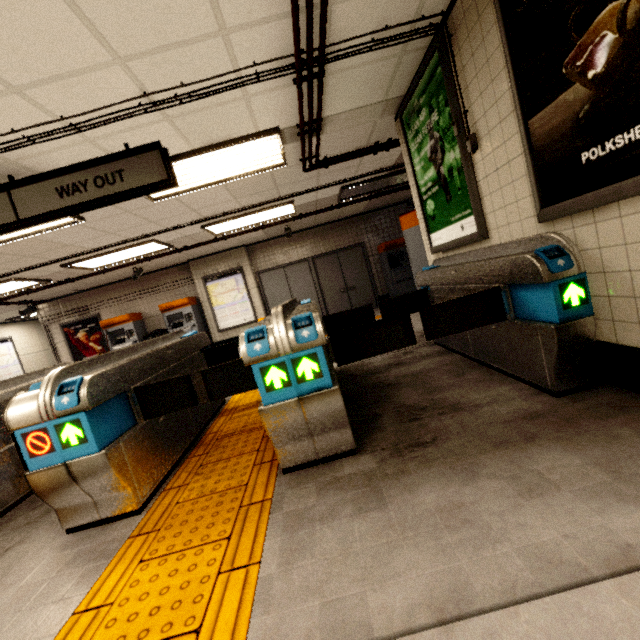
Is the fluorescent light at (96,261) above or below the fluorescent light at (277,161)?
above

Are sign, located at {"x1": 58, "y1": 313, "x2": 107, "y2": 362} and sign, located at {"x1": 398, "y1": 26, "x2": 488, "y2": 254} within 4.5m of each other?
no

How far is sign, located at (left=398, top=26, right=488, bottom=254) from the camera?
2.78m

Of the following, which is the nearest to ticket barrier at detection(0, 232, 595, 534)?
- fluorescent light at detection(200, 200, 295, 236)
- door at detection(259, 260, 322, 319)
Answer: fluorescent light at detection(200, 200, 295, 236)

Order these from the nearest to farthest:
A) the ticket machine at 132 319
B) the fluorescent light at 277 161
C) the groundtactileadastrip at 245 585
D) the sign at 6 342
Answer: the groundtactileadastrip at 245 585 < the fluorescent light at 277 161 < the ticket machine at 132 319 < the sign at 6 342

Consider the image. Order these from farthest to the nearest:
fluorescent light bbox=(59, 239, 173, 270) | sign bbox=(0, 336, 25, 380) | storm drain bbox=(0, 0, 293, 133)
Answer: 1. sign bbox=(0, 336, 25, 380)
2. fluorescent light bbox=(59, 239, 173, 270)
3. storm drain bbox=(0, 0, 293, 133)

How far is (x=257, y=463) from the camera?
2.4m

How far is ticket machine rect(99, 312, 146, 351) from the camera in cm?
936
